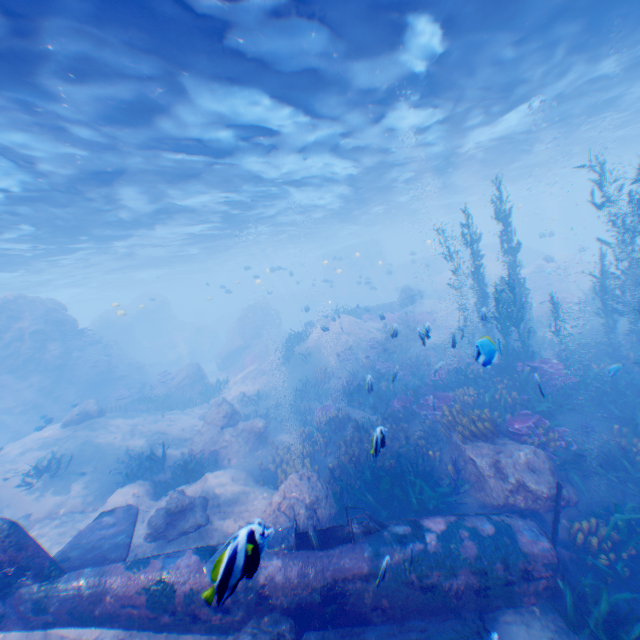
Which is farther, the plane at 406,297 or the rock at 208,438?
the plane at 406,297

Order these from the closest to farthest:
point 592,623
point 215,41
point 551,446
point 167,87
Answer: point 592,623 → point 215,41 → point 551,446 → point 167,87

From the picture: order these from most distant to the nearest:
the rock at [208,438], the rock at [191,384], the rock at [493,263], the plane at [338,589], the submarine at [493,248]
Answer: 1. the rock at [493,263]
2. the submarine at [493,248]
3. the rock at [191,384]
4. the rock at [208,438]
5. the plane at [338,589]

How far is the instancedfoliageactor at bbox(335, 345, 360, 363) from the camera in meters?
19.7

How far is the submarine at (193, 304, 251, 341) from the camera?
52.4m

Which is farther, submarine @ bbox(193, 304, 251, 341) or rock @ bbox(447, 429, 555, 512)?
submarine @ bbox(193, 304, 251, 341)

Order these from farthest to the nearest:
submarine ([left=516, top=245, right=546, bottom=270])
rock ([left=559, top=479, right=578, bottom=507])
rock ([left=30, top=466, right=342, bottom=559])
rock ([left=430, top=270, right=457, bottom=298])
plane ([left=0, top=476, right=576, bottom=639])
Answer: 1. submarine ([left=516, top=245, right=546, bottom=270])
2. rock ([left=430, top=270, right=457, bottom=298])
3. rock ([left=30, top=466, right=342, bottom=559])
4. rock ([left=559, top=479, right=578, bottom=507])
5. plane ([left=0, top=476, right=576, bottom=639])

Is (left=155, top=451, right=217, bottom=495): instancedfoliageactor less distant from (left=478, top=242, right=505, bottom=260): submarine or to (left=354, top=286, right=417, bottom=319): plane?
(left=478, top=242, right=505, bottom=260): submarine
